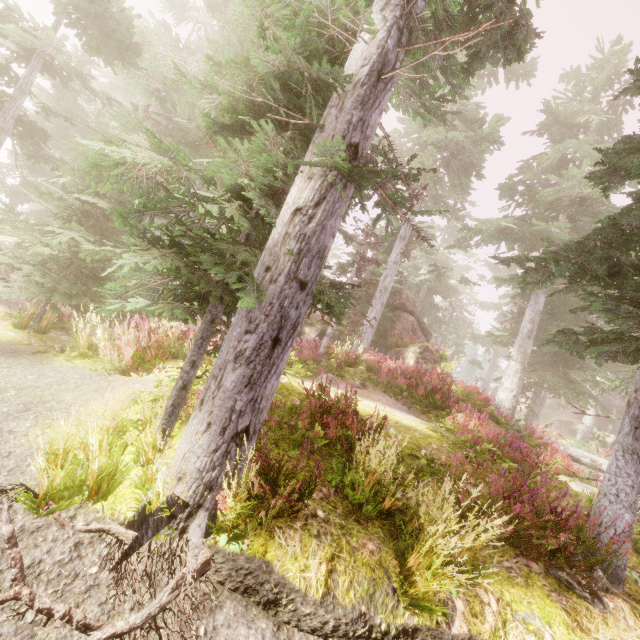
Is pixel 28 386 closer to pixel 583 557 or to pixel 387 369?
pixel 583 557

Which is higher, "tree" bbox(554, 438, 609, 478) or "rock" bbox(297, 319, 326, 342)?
"rock" bbox(297, 319, 326, 342)

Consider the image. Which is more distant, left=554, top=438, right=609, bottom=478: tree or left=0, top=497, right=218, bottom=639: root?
left=554, top=438, right=609, bottom=478: tree

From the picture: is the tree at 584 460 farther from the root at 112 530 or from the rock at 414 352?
the root at 112 530

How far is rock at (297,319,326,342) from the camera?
19.55m

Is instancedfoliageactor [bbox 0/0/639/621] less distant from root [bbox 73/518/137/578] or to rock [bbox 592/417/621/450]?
rock [bbox 592/417/621/450]

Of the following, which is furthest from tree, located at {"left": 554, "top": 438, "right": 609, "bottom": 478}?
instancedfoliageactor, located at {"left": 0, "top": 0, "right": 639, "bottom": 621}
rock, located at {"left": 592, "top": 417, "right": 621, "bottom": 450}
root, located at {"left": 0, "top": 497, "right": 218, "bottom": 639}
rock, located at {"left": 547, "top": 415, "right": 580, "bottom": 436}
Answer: rock, located at {"left": 592, "top": 417, "right": 621, "bottom": 450}

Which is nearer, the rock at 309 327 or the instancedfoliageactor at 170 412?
the instancedfoliageactor at 170 412
